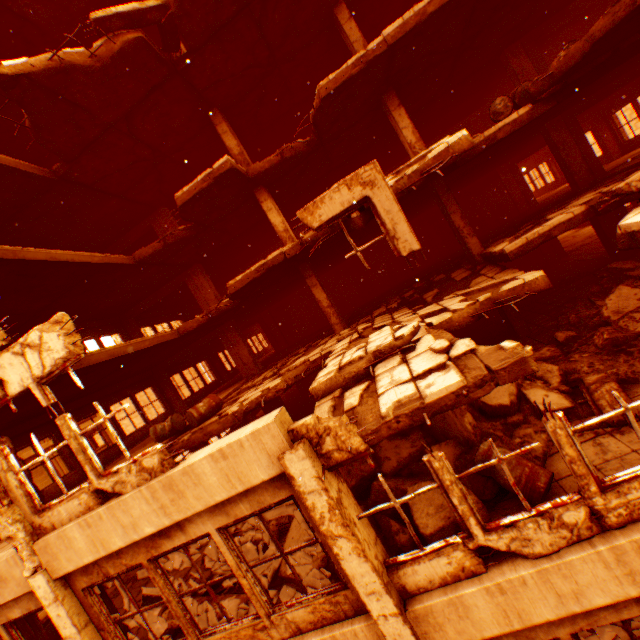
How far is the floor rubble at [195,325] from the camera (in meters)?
11.28

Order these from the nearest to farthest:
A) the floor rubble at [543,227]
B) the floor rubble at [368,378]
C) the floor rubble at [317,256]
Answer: the floor rubble at [368,378], the floor rubble at [317,256], the floor rubble at [543,227]

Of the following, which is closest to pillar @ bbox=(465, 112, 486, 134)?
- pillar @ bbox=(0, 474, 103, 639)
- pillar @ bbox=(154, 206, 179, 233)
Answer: pillar @ bbox=(154, 206, 179, 233)

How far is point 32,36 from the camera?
8.7 meters

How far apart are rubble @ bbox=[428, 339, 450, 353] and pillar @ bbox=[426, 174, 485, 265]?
6.5m

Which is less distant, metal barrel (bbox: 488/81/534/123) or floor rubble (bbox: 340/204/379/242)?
floor rubble (bbox: 340/204/379/242)

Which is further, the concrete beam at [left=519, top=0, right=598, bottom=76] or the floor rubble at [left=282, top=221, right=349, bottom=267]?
the concrete beam at [left=519, top=0, right=598, bottom=76]

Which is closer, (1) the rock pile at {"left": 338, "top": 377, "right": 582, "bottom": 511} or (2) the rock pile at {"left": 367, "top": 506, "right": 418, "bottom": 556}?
(2) the rock pile at {"left": 367, "top": 506, "right": 418, "bottom": 556}
